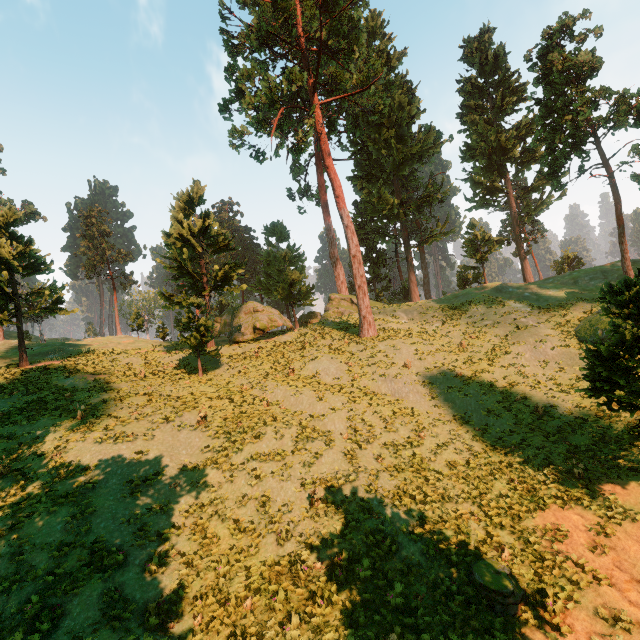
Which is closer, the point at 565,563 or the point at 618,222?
the point at 565,563

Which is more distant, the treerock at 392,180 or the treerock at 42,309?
the treerock at 392,180

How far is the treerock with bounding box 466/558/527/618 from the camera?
9.7m

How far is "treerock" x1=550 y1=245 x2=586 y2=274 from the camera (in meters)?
51.06

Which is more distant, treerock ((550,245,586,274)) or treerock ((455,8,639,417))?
treerock ((550,245,586,274))

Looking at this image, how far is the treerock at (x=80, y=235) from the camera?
56.4m
